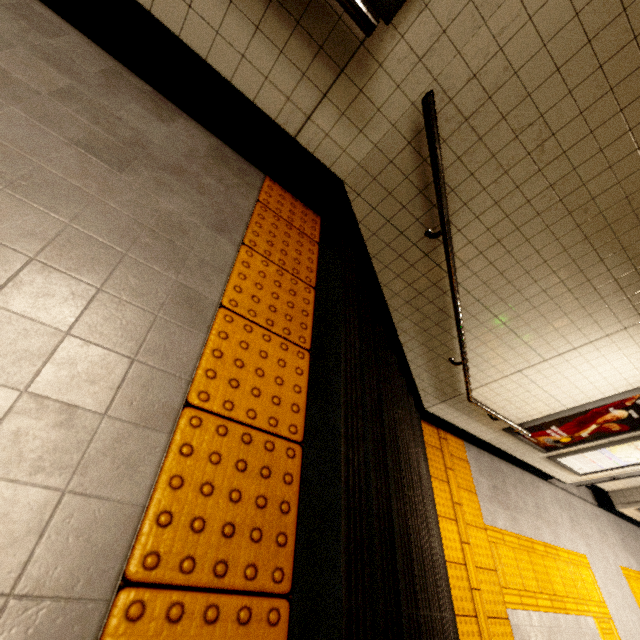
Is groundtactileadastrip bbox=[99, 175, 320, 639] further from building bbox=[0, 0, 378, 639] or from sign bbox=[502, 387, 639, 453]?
sign bbox=[502, 387, 639, 453]

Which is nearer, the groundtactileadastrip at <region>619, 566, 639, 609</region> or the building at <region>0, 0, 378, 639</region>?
the building at <region>0, 0, 378, 639</region>

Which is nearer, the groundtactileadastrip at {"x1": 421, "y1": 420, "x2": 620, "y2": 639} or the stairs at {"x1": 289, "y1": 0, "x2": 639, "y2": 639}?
the stairs at {"x1": 289, "y1": 0, "x2": 639, "y2": 639}

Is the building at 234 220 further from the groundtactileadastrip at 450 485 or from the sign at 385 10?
the groundtactileadastrip at 450 485

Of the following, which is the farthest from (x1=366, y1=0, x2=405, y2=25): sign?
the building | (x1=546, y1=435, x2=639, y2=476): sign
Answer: (x1=546, y1=435, x2=639, y2=476): sign

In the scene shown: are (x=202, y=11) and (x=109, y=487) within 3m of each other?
yes

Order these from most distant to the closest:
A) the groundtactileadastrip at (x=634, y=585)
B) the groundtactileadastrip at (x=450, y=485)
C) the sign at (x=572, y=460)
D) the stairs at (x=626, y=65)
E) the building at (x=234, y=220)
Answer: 1. the groundtactileadastrip at (x=634, y=585)
2. the sign at (x=572, y=460)
3. the groundtactileadastrip at (x=450, y=485)
4. the stairs at (x=626, y=65)
5. the building at (x=234, y=220)

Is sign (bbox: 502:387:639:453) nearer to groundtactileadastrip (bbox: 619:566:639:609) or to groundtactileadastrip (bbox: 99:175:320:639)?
groundtactileadastrip (bbox: 619:566:639:609)
